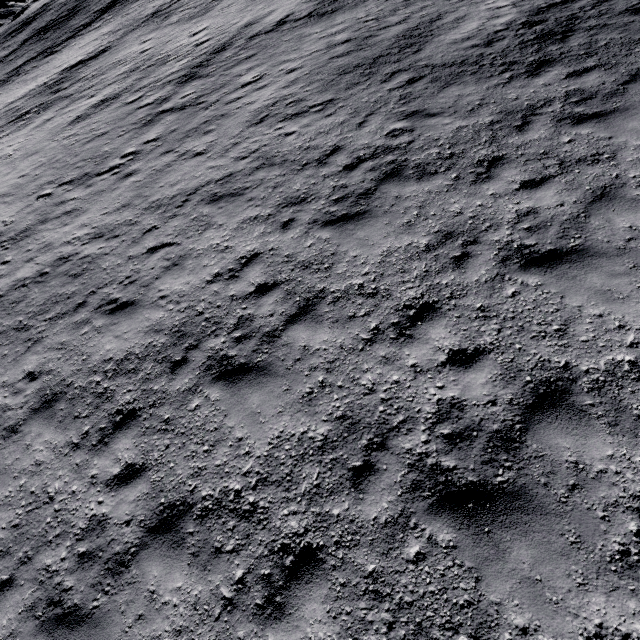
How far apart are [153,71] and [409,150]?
20.7 meters
